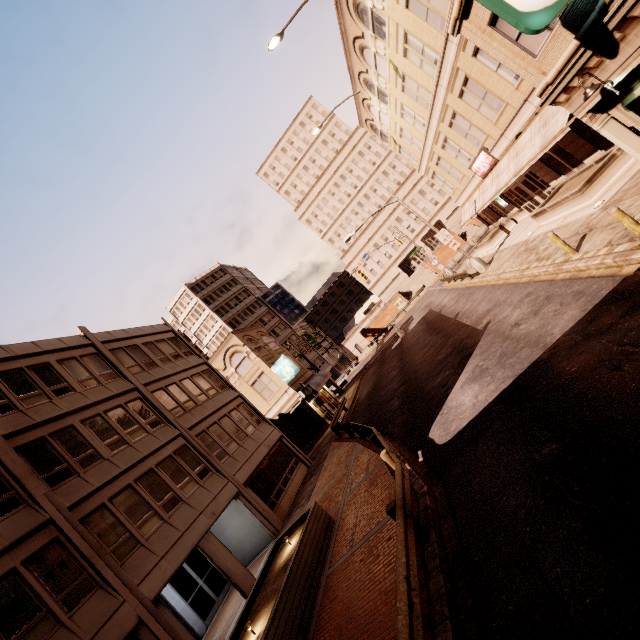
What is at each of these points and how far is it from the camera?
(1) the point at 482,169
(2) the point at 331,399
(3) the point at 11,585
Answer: (1) sign, 23.75m
(2) building, 36.59m
(3) building, 9.42m

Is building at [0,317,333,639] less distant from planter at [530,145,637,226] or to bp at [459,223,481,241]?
planter at [530,145,637,226]

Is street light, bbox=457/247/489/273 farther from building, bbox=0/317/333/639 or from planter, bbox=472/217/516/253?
building, bbox=0/317/333/639

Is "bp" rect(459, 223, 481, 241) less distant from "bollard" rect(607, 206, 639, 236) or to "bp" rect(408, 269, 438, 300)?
"bp" rect(408, 269, 438, 300)

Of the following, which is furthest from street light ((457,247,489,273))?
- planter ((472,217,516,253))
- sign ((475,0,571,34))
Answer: sign ((475,0,571,34))

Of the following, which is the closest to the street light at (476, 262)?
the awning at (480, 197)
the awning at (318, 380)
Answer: the awning at (480, 197)

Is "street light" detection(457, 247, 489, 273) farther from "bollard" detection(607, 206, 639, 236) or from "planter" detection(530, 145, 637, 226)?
"bollard" detection(607, 206, 639, 236)

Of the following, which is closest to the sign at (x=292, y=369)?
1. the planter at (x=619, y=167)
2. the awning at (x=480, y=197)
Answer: the awning at (x=480, y=197)
